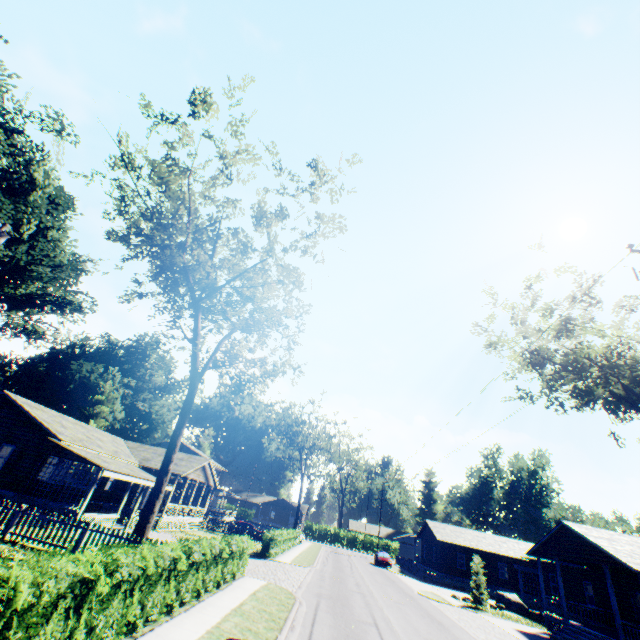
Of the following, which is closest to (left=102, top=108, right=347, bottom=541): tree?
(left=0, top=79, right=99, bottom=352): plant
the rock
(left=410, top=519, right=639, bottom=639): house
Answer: (left=0, top=79, right=99, bottom=352): plant

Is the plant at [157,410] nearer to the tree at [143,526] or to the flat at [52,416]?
the tree at [143,526]

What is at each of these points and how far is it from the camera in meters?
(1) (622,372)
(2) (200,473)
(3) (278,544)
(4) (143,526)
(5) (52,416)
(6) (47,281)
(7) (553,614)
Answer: (1) tree, 14.9 m
(2) flat, 33.9 m
(3) hedge, 28.3 m
(4) tree, 14.5 m
(5) flat, 25.0 m
(6) plant, 44.8 m
(7) house, 22.8 m

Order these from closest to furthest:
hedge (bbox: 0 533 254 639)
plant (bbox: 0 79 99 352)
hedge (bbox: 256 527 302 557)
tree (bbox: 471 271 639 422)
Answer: hedge (bbox: 0 533 254 639)
tree (bbox: 471 271 639 422)
hedge (bbox: 256 527 302 557)
plant (bbox: 0 79 99 352)

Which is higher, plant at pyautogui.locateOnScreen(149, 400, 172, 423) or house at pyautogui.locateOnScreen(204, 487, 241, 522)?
plant at pyautogui.locateOnScreen(149, 400, 172, 423)

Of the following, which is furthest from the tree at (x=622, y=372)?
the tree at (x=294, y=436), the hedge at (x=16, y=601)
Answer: the tree at (x=294, y=436)

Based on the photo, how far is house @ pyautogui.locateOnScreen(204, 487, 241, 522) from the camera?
44.72m

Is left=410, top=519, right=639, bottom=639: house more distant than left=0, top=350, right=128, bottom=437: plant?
No
